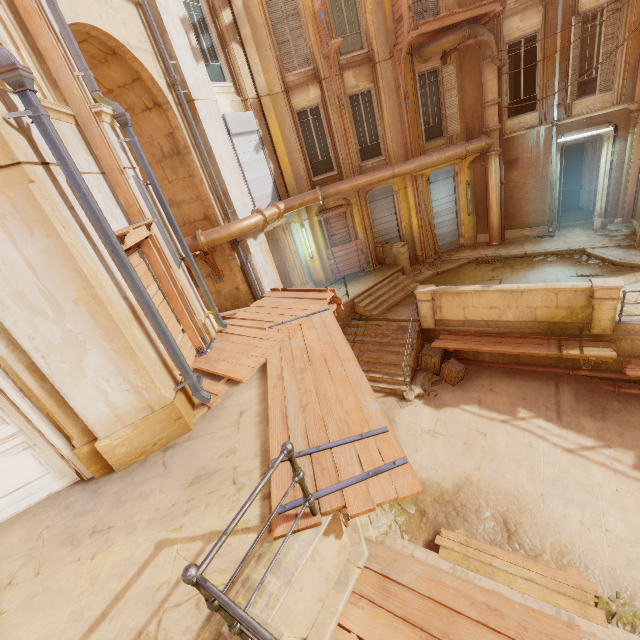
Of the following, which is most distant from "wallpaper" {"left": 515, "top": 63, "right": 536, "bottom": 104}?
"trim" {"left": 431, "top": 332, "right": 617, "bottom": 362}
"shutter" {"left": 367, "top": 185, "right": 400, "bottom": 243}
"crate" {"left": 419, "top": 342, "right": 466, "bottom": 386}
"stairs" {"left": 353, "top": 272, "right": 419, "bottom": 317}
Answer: "crate" {"left": 419, "top": 342, "right": 466, "bottom": 386}

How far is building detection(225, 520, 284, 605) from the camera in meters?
2.7 m

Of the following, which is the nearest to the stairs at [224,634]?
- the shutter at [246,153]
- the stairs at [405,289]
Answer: the stairs at [405,289]

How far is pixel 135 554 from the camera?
3.3m

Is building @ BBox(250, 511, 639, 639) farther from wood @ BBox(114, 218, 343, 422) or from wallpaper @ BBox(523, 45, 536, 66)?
wallpaper @ BBox(523, 45, 536, 66)

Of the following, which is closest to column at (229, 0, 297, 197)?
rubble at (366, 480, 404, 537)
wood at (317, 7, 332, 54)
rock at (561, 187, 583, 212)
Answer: wood at (317, 7, 332, 54)

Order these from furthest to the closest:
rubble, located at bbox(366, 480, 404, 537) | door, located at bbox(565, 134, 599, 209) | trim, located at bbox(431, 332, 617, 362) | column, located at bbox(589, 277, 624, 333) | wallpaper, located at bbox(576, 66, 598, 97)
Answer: wallpaper, located at bbox(576, 66, 598, 97), door, located at bbox(565, 134, 599, 209), trim, located at bbox(431, 332, 617, 362), column, located at bbox(589, 277, 624, 333), rubble, located at bbox(366, 480, 404, 537)

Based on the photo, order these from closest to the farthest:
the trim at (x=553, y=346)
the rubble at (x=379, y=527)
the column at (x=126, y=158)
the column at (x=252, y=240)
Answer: the column at (x=126, y=158), the rubble at (x=379, y=527), the trim at (x=553, y=346), the column at (x=252, y=240)
